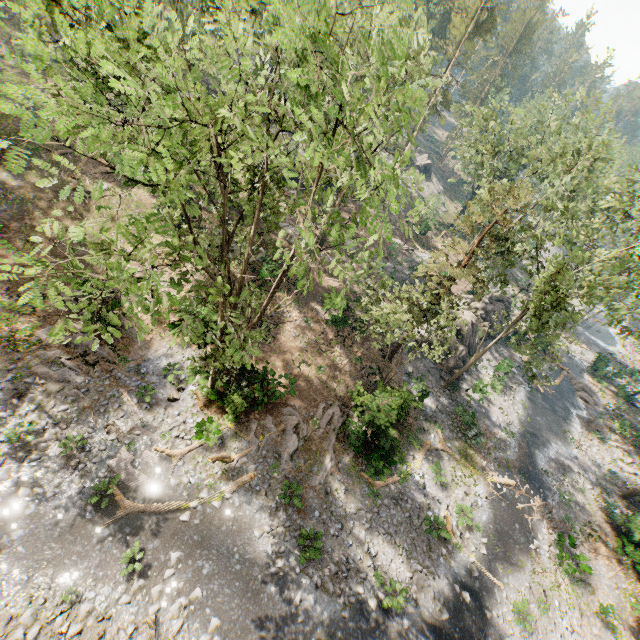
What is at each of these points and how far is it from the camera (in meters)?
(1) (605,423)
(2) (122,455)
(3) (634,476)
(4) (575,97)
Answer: (1) foliage, 32.72
(2) foliage, 15.66
(3) foliage, 28.72
(4) foliage, 23.28

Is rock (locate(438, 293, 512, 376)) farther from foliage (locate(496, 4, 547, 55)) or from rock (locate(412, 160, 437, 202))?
rock (locate(412, 160, 437, 202))

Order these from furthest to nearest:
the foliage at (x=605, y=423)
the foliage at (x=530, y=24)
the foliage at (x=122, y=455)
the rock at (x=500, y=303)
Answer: the foliage at (x=530, y=24)
the foliage at (x=605, y=423)
the rock at (x=500, y=303)
the foliage at (x=122, y=455)

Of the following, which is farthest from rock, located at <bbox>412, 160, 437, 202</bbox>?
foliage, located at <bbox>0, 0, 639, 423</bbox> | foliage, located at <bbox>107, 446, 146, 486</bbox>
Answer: foliage, located at <bbox>107, 446, 146, 486</bbox>

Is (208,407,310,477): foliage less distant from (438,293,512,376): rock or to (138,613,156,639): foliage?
(438,293,512,376): rock

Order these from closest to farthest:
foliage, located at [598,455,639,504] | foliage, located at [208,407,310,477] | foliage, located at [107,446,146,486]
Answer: foliage, located at [107,446,146,486], foliage, located at [208,407,310,477], foliage, located at [598,455,639,504]

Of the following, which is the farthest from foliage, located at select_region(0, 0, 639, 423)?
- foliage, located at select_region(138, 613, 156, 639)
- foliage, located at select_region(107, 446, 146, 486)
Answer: foliage, located at select_region(138, 613, 156, 639)

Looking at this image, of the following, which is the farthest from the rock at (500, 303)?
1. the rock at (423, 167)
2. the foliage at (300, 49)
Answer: the rock at (423, 167)
